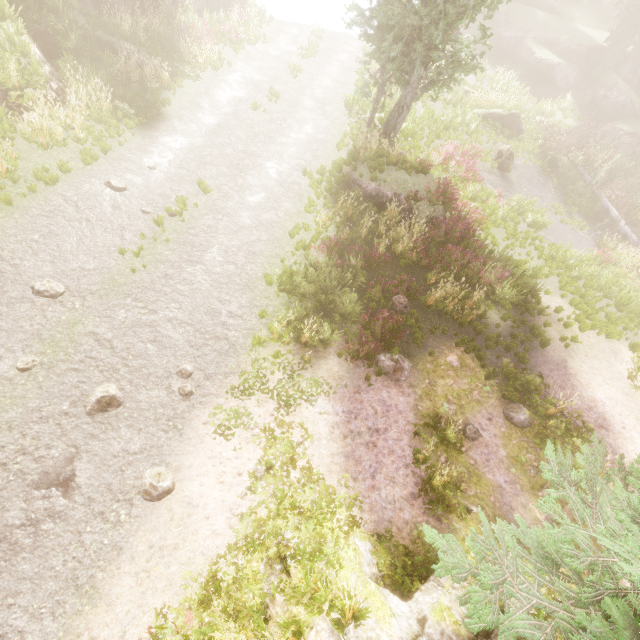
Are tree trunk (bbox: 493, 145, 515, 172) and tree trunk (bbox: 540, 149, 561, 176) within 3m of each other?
no

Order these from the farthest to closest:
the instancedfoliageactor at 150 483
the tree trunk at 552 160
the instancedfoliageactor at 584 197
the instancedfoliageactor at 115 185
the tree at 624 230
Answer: the tree trunk at 552 160 < the instancedfoliageactor at 584 197 < the tree at 624 230 < the instancedfoliageactor at 115 185 < the instancedfoliageactor at 150 483

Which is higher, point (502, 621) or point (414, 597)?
point (502, 621)

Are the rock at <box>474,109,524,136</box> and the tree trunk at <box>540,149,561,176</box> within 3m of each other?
yes

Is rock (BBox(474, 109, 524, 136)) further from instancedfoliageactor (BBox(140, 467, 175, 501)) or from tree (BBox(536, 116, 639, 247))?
instancedfoliageactor (BBox(140, 467, 175, 501))

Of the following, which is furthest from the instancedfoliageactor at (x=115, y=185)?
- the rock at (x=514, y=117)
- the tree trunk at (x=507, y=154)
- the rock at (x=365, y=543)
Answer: the tree trunk at (x=507, y=154)

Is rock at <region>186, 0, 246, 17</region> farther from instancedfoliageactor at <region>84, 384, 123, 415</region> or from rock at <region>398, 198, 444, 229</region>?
rock at <region>398, 198, 444, 229</region>

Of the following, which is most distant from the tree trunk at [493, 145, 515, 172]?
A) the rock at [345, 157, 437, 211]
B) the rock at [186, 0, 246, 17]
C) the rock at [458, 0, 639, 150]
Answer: the rock at [186, 0, 246, 17]
